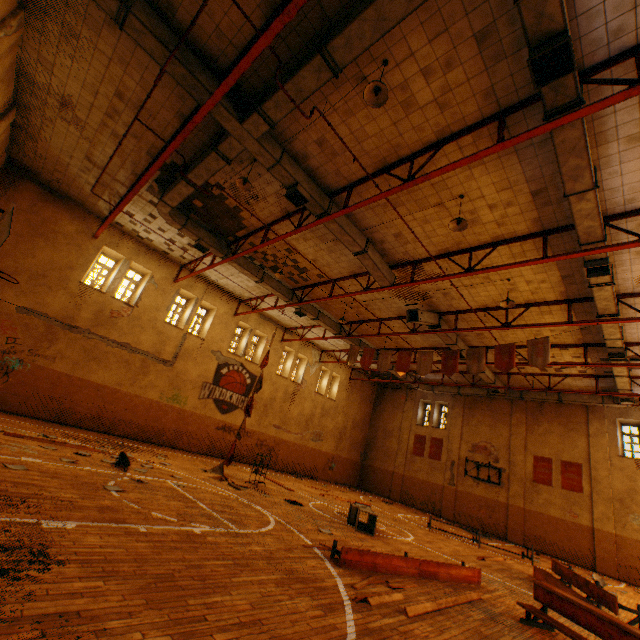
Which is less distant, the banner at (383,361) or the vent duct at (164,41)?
the vent duct at (164,41)

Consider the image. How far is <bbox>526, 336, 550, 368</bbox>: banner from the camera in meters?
11.2 m

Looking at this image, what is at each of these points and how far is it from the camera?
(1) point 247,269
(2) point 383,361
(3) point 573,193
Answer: (1) vent duct, 14.6m
(2) banner, 15.8m
(3) vent duct, 6.9m

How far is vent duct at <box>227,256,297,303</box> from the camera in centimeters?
1447cm

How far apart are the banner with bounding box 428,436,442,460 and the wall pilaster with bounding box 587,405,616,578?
8.35m

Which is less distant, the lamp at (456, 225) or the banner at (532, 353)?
the lamp at (456, 225)

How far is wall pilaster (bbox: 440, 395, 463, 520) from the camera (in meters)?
21.62

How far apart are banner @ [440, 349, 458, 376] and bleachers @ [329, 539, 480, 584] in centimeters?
656cm
